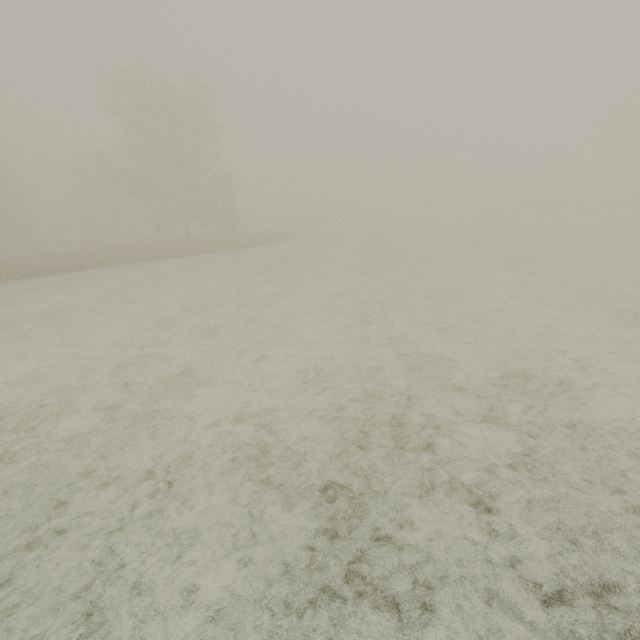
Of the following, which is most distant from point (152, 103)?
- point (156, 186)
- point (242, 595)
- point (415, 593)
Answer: point (415, 593)
